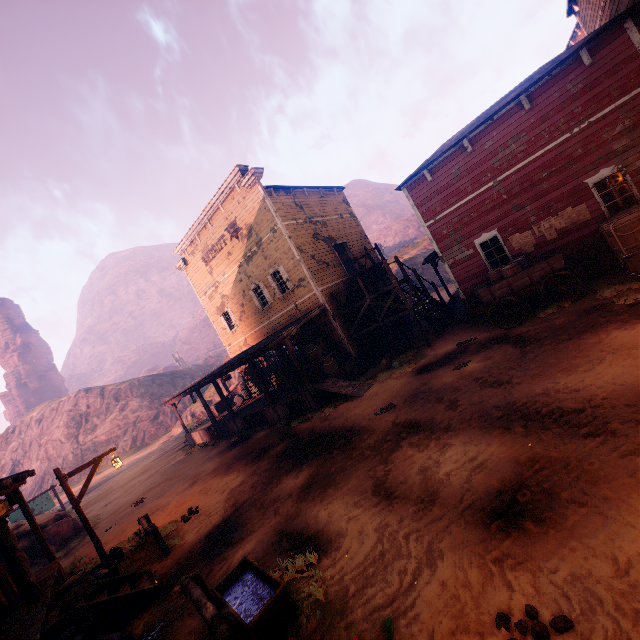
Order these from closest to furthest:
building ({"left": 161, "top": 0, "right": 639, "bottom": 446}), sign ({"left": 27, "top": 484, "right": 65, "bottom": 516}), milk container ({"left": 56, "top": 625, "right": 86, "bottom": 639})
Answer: milk container ({"left": 56, "top": 625, "right": 86, "bottom": 639})
building ({"left": 161, "top": 0, "right": 639, "bottom": 446})
sign ({"left": 27, "top": 484, "right": 65, "bottom": 516})

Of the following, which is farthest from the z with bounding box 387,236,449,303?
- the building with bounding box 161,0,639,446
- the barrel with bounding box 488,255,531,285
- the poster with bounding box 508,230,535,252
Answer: the poster with bounding box 508,230,535,252

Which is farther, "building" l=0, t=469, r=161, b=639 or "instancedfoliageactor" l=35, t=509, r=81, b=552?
"instancedfoliageactor" l=35, t=509, r=81, b=552

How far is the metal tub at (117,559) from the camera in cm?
841

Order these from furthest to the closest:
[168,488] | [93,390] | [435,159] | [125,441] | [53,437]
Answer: [93,390] < [53,437] < [125,441] < [168,488] < [435,159]

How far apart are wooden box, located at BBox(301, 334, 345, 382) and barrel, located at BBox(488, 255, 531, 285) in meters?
7.5

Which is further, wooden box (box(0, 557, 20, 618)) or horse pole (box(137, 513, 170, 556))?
horse pole (box(137, 513, 170, 556))

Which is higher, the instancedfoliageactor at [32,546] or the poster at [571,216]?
the poster at [571,216]
